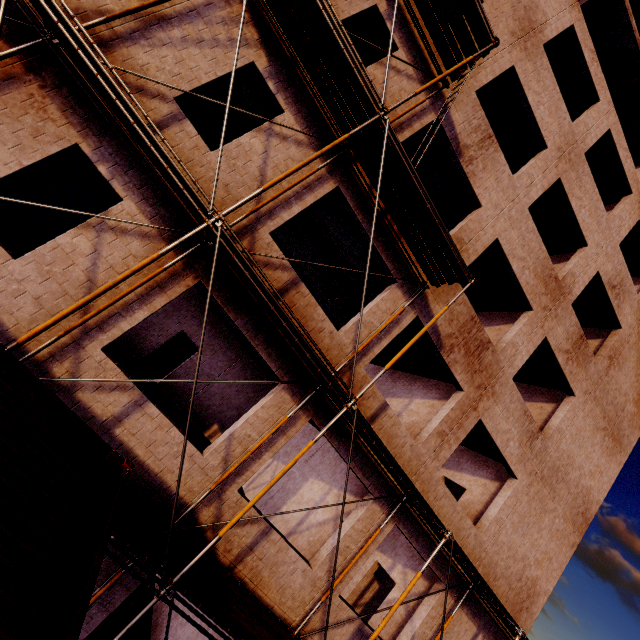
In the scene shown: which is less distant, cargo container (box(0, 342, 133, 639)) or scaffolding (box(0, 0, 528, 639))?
cargo container (box(0, 342, 133, 639))

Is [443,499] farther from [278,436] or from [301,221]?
[301,221]

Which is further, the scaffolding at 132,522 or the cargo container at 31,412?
the scaffolding at 132,522
